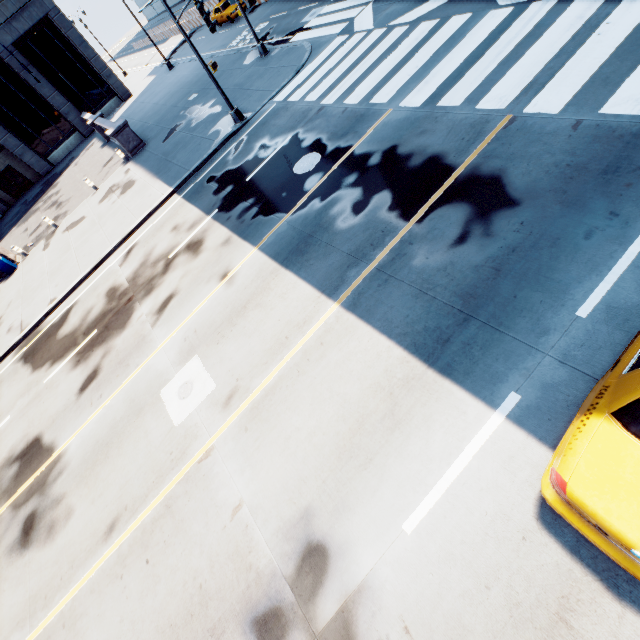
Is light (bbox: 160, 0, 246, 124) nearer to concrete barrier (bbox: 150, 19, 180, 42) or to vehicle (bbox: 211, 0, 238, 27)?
concrete barrier (bbox: 150, 19, 180, 42)

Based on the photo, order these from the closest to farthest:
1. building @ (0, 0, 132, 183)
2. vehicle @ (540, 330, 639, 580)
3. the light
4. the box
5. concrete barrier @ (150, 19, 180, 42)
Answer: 1. vehicle @ (540, 330, 639, 580)
2. the light
3. the box
4. building @ (0, 0, 132, 183)
5. concrete barrier @ (150, 19, 180, 42)

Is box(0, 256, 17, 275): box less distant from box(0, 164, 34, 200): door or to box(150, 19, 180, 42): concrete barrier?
box(0, 164, 34, 200): door

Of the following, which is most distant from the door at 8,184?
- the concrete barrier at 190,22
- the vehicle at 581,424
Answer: the vehicle at 581,424

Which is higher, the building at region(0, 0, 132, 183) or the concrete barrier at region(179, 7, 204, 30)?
the building at region(0, 0, 132, 183)

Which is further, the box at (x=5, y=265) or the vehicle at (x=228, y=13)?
the vehicle at (x=228, y=13)

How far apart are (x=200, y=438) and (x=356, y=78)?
13.81m

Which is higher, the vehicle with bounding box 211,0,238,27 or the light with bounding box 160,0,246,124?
the vehicle with bounding box 211,0,238,27
